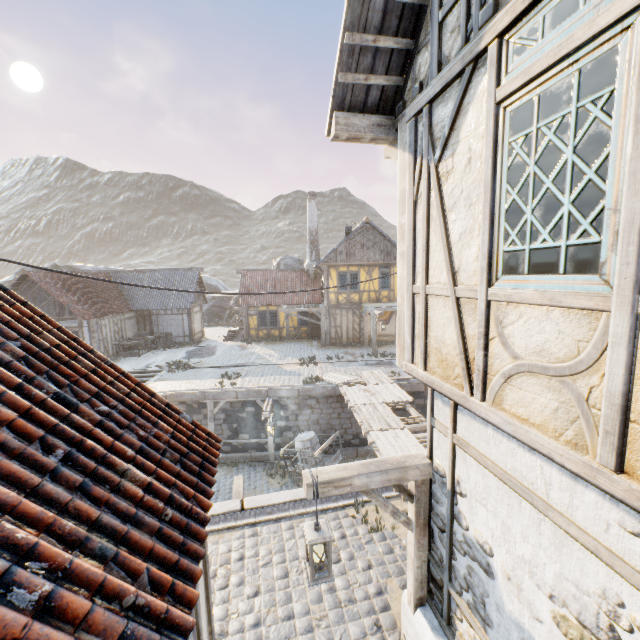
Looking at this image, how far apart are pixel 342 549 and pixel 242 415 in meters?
9.8 m

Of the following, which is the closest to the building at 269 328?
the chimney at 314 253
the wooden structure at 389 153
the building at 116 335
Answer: the chimney at 314 253

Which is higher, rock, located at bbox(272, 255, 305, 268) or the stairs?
rock, located at bbox(272, 255, 305, 268)

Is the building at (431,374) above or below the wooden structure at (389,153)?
below

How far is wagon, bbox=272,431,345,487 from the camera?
12.4m

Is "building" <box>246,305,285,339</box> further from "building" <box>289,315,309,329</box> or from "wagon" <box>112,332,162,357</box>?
"wagon" <box>112,332,162,357</box>

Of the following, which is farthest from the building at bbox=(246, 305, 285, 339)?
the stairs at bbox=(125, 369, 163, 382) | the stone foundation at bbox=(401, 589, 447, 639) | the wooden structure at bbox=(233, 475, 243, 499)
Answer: the stone foundation at bbox=(401, 589, 447, 639)

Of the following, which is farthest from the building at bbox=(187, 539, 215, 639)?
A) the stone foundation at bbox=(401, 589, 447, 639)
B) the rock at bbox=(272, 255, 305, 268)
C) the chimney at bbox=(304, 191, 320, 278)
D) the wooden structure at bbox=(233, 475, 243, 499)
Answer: the chimney at bbox=(304, 191, 320, 278)
